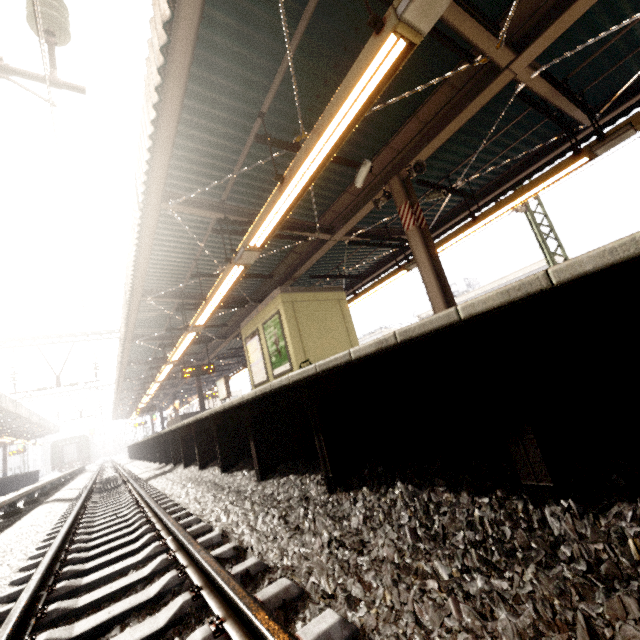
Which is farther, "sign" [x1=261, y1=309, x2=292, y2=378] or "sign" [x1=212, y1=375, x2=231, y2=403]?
"sign" [x1=212, y1=375, x2=231, y2=403]

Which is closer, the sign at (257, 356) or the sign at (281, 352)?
the sign at (281, 352)

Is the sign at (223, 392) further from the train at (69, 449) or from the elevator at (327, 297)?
the train at (69, 449)

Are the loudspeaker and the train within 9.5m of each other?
no

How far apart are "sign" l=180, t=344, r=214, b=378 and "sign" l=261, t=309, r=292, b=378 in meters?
6.7 m

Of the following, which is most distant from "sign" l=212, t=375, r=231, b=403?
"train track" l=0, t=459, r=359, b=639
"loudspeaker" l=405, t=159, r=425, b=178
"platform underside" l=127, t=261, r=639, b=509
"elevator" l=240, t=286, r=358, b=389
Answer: "loudspeaker" l=405, t=159, r=425, b=178

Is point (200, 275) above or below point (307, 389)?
above

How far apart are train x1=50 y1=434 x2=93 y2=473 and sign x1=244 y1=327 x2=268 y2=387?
46.32m
